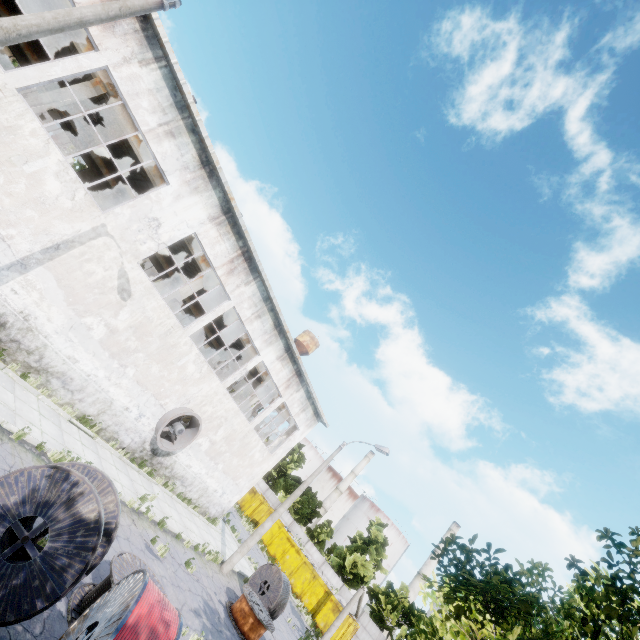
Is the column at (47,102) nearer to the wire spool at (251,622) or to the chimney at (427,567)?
the wire spool at (251,622)

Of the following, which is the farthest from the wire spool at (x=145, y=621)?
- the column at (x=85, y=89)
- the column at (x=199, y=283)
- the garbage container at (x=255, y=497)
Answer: the garbage container at (x=255, y=497)

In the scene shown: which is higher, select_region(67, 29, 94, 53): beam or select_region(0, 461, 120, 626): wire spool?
select_region(67, 29, 94, 53): beam

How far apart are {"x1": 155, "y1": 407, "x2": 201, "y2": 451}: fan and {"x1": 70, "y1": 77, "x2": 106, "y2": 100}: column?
12.4 meters

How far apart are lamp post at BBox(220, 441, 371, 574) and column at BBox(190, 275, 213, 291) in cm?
1208

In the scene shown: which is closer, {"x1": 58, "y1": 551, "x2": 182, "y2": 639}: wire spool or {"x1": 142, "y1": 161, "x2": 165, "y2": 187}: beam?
{"x1": 58, "y1": 551, "x2": 182, "y2": 639}: wire spool

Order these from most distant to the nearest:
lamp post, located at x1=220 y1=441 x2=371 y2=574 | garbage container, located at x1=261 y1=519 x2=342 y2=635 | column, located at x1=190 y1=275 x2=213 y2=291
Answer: garbage container, located at x1=261 y1=519 x2=342 y2=635 < column, located at x1=190 y1=275 x2=213 y2=291 < lamp post, located at x1=220 y1=441 x2=371 y2=574

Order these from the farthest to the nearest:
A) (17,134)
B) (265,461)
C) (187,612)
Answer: (265,461) < (187,612) < (17,134)
